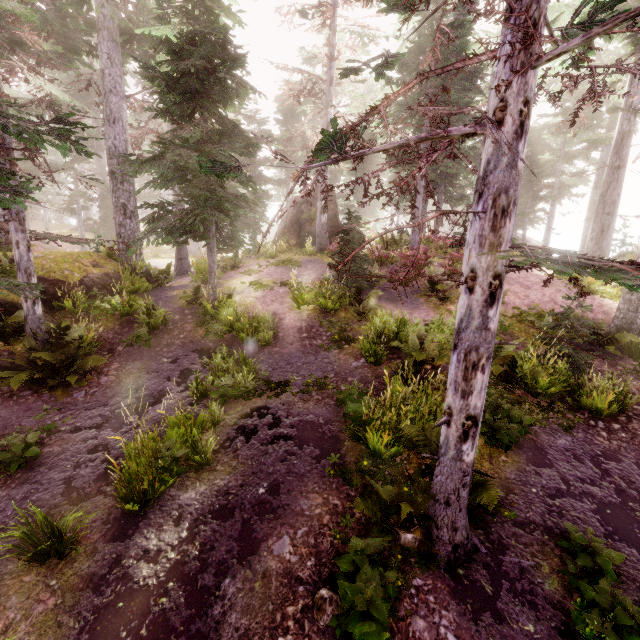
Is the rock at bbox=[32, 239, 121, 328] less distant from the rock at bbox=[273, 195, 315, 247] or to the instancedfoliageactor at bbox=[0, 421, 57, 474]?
the instancedfoliageactor at bbox=[0, 421, 57, 474]

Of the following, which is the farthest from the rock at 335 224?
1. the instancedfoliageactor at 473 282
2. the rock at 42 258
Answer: the rock at 42 258

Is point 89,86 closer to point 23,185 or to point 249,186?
point 249,186

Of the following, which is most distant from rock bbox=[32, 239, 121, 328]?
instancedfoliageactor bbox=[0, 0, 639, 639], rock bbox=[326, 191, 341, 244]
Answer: rock bbox=[326, 191, 341, 244]

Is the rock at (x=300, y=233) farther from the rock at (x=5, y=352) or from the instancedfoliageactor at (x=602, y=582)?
the rock at (x=5, y=352)

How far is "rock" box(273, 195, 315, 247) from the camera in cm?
2249

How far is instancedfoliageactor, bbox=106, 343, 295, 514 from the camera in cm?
515
